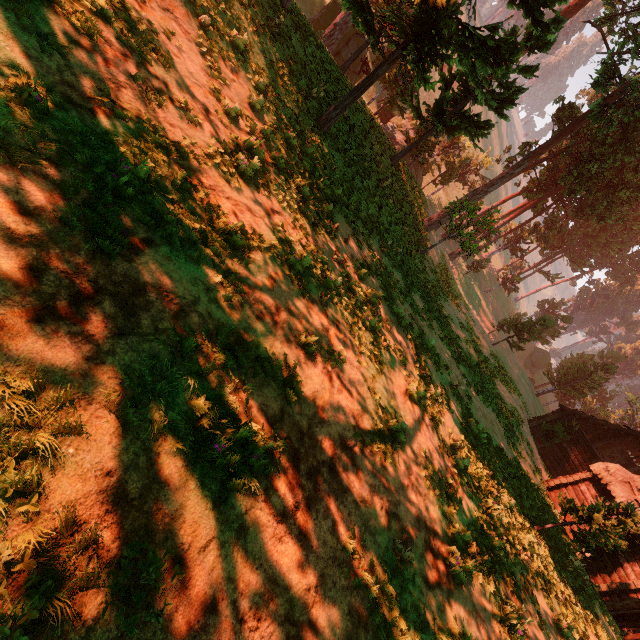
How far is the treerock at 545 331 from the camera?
32.81m

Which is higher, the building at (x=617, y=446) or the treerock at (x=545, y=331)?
the treerock at (x=545, y=331)

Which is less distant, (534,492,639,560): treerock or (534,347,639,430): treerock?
(534,492,639,560): treerock

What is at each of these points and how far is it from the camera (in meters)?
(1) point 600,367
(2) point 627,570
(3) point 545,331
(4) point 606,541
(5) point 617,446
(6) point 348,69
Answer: (1) treerock, 38.44
(2) building, 16.42
(3) treerock, 47.69
(4) treerock, 11.73
(5) building, 24.50
(6) treerock, 32.91

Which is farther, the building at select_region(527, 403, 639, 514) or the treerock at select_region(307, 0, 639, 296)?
the building at select_region(527, 403, 639, 514)

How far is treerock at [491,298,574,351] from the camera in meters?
32.8

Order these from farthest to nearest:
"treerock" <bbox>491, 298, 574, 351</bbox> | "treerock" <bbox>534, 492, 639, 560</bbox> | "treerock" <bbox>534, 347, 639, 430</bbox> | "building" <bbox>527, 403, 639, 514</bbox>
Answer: "treerock" <bbox>534, 347, 639, 430</bbox>, "treerock" <bbox>491, 298, 574, 351</bbox>, "building" <bbox>527, 403, 639, 514</bbox>, "treerock" <bbox>534, 492, 639, 560</bbox>

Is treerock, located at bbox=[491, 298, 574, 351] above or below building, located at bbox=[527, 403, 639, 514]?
above
